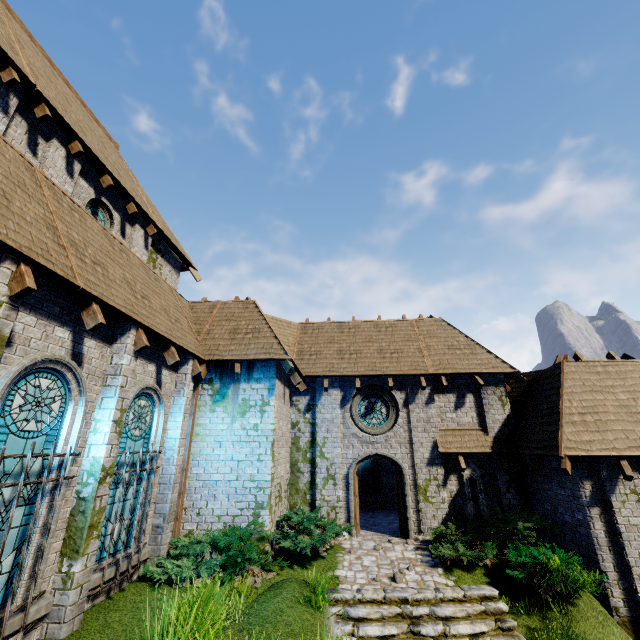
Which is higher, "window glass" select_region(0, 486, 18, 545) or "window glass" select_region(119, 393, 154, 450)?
"window glass" select_region(119, 393, 154, 450)

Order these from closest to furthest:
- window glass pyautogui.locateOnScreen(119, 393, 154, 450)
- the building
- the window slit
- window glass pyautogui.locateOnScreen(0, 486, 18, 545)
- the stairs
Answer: window glass pyautogui.locateOnScreen(0, 486, 18, 545), the building, the stairs, window glass pyautogui.locateOnScreen(119, 393, 154, 450), the window slit

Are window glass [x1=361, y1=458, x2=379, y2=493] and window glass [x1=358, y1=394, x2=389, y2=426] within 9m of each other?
yes

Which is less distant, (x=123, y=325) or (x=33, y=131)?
(x=123, y=325)

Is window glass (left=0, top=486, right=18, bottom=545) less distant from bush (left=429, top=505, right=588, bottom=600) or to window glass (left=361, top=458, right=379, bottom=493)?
bush (left=429, top=505, right=588, bottom=600)

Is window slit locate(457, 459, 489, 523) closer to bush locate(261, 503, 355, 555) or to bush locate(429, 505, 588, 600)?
bush locate(429, 505, 588, 600)

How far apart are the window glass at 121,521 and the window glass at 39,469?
1.51m

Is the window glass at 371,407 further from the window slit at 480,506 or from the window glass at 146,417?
the window glass at 146,417
